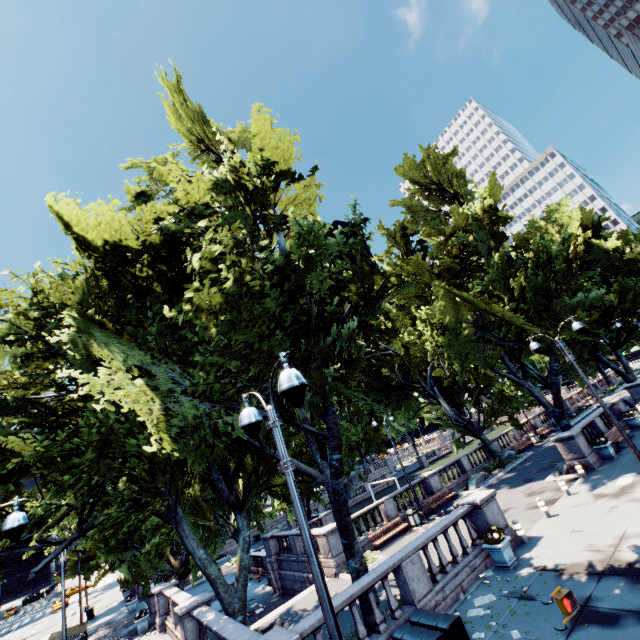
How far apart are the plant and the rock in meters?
13.8 m

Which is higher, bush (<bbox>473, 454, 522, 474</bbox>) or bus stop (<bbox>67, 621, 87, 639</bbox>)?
bus stop (<bbox>67, 621, 87, 639</bbox>)

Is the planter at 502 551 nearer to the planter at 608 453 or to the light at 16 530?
the light at 16 530

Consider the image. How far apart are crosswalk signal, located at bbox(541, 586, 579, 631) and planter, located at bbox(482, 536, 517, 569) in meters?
8.0 m

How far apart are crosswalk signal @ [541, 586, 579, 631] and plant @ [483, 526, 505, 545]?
7.98m

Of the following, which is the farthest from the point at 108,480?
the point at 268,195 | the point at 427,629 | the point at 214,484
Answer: the point at 268,195

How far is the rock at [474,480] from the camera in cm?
2512

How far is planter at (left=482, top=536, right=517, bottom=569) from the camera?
12.0 meters
